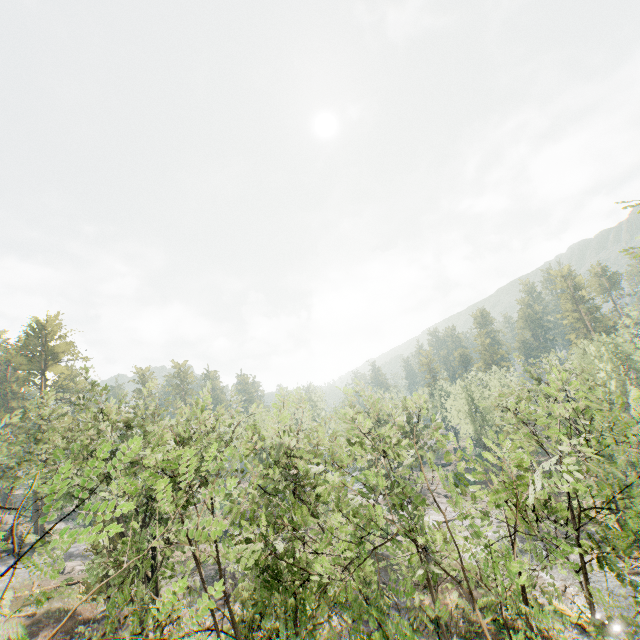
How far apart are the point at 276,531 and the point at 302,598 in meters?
3.7
